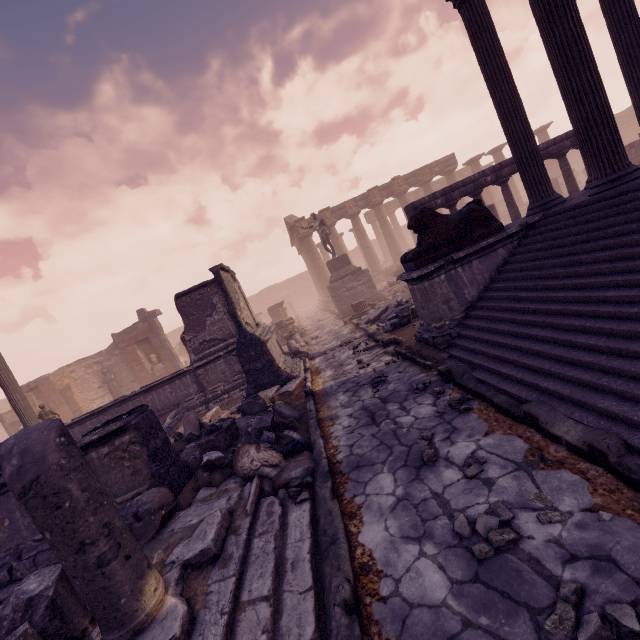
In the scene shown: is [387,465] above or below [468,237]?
below

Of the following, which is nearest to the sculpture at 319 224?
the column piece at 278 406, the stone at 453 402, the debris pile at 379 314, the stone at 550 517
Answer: the debris pile at 379 314

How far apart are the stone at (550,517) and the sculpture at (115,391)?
21.8 meters

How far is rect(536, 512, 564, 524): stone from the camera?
2.38m

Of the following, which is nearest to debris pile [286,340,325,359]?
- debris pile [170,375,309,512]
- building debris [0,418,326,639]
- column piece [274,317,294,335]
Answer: debris pile [170,375,309,512]

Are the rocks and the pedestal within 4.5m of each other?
no

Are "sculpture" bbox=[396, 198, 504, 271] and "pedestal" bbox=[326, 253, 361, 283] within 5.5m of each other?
no

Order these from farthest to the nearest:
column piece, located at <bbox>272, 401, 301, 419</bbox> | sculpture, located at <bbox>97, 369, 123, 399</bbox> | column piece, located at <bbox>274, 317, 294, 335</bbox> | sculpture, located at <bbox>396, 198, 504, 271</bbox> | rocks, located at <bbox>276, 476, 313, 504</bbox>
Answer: sculpture, located at <bbox>97, 369, 123, 399</bbox>
column piece, located at <bbox>274, 317, 294, 335</bbox>
column piece, located at <bbox>272, 401, 301, 419</bbox>
sculpture, located at <bbox>396, 198, 504, 271</bbox>
rocks, located at <bbox>276, 476, 313, 504</bbox>
